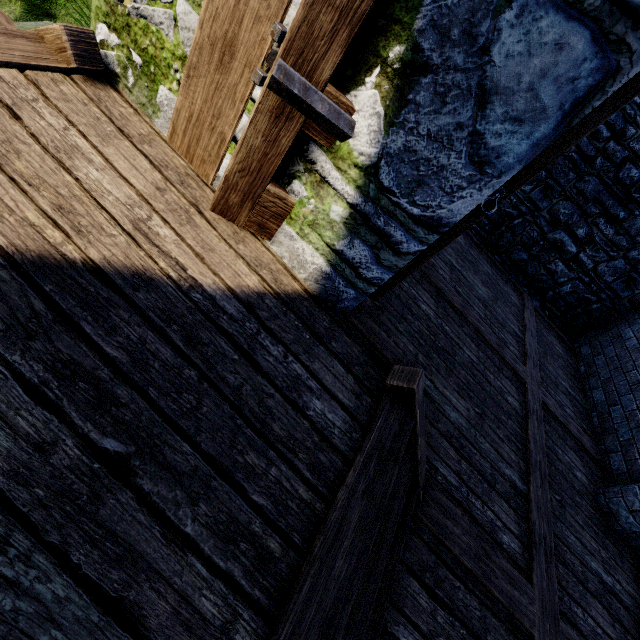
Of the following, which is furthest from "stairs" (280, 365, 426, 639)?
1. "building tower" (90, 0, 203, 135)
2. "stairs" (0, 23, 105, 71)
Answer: "stairs" (0, 23, 105, 71)

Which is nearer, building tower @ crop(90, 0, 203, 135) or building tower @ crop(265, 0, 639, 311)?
building tower @ crop(265, 0, 639, 311)

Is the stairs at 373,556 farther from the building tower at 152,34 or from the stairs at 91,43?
the stairs at 91,43

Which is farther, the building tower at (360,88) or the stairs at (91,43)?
the stairs at (91,43)

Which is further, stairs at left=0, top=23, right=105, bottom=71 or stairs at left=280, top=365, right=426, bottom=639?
stairs at left=0, top=23, right=105, bottom=71

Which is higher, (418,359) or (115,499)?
(115,499)

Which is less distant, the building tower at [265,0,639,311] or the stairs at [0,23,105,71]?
the building tower at [265,0,639,311]
